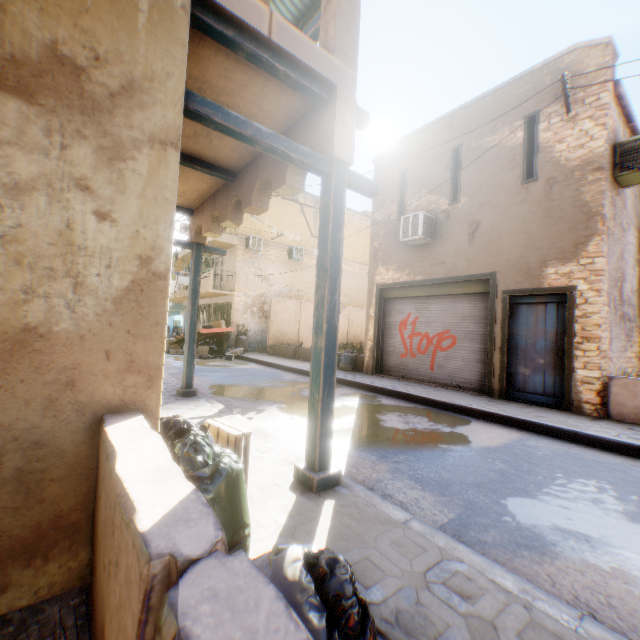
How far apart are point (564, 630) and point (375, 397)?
6.95m

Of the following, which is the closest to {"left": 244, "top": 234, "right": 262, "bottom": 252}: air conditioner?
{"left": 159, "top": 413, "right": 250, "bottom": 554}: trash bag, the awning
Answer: the awning

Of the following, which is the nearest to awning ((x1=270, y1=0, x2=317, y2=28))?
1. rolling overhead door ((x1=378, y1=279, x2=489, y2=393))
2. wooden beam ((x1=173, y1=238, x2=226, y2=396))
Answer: rolling overhead door ((x1=378, y1=279, x2=489, y2=393))

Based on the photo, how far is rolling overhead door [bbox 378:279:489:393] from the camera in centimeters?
923cm

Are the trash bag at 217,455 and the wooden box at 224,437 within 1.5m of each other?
yes

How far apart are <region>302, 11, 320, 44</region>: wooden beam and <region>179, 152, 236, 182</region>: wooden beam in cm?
111

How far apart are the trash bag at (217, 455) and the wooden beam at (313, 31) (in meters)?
4.13

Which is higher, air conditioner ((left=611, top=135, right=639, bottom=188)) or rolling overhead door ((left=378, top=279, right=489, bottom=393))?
air conditioner ((left=611, top=135, right=639, bottom=188))
